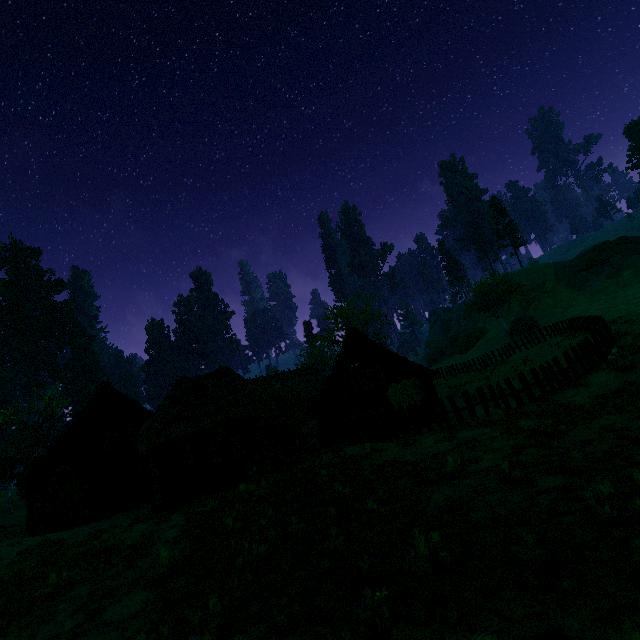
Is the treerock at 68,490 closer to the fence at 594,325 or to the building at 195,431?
the building at 195,431

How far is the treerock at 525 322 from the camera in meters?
45.8 m

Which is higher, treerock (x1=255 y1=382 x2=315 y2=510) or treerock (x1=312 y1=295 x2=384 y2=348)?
treerock (x1=312 y1=295 x2=384 y2=348)

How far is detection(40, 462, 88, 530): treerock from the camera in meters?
16.7 m

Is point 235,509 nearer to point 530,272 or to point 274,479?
point 274,479

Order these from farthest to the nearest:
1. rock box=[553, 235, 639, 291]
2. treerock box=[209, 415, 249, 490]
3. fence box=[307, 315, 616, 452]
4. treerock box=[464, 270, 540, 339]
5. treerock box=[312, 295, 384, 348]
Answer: treerock box=[312, 295, 384, 348], rock box=[553, 235, 639, 291], treerock box=[464, 270, 540, 339], treerock box=[209, 415, 249, 490], fence box=[307, 315, 616, 452]

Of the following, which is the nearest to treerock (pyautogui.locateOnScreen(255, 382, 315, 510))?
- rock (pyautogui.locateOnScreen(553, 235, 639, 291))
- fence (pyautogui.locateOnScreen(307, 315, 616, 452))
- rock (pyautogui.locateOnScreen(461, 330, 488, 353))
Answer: rock (pyautogui.locateOnScreen(461, 330, 488, 353))
